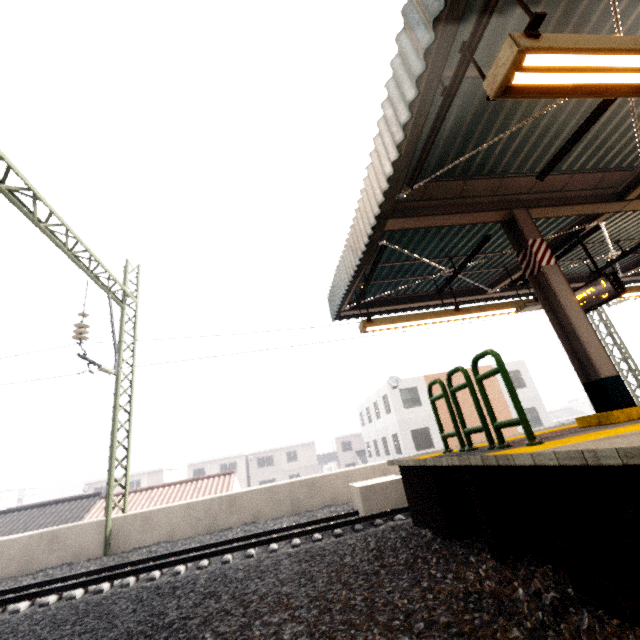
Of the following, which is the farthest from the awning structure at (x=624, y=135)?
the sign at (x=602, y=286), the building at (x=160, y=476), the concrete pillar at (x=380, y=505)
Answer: the building at (x=160, y=476)

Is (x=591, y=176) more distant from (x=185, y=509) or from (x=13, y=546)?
(x=13, y=546)

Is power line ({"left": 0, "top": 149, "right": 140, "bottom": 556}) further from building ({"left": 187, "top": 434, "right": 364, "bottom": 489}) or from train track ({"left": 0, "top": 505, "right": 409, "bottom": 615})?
building ({"left": 187, "top": 434, "right": 364, "bottom": 489})

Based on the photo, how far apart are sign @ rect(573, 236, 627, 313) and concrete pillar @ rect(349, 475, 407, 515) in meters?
5.5

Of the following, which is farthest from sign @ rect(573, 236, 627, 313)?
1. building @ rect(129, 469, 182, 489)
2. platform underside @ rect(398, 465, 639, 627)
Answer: building @ rect(129, 469, 182, 489)

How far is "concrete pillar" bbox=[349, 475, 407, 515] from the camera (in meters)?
8.28

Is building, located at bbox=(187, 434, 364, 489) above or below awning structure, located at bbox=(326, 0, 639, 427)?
below

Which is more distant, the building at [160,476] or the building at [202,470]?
the building at [202,470]
